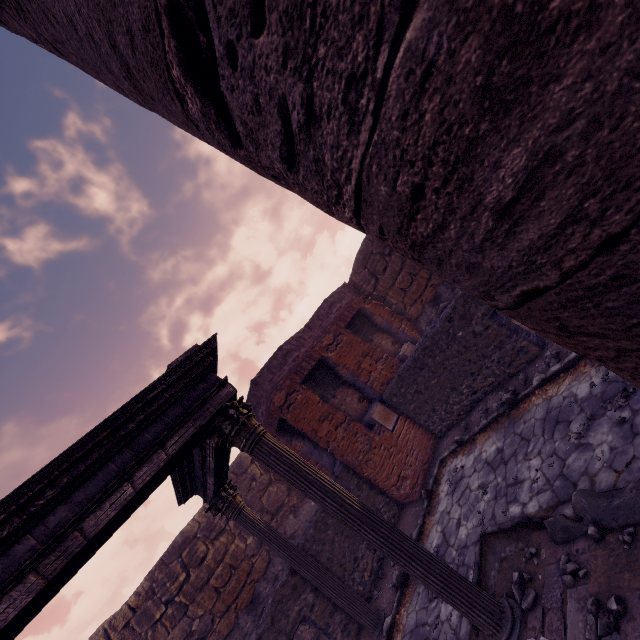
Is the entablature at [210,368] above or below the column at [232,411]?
above

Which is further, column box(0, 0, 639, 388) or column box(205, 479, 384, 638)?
column box(205, 479, 384, 638)

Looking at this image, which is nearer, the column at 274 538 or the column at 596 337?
the column at 596 337

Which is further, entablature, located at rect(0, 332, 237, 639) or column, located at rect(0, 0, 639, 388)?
entablature, located at rect(0, 332, 237, 639)

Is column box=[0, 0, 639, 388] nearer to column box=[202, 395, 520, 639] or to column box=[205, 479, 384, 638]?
column box=[202, 395, 520, 639]

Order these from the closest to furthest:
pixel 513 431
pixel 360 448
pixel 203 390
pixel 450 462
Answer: pixel 203 390, pixel 513 431, pixel 450 462, pixel 360 448

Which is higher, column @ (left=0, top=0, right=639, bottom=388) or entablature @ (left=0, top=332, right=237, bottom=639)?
entablature @ (left=0, top=332, right=237, bottom=639)

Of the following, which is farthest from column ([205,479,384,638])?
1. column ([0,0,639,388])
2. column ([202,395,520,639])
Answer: column ([0,0,639,388])
